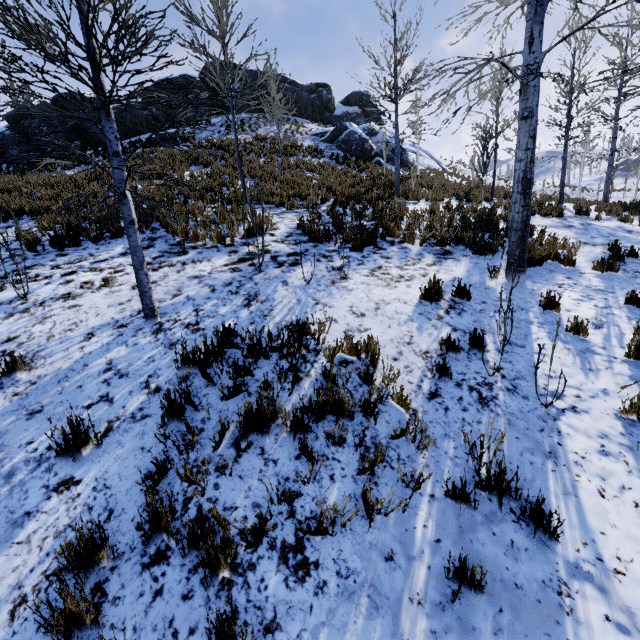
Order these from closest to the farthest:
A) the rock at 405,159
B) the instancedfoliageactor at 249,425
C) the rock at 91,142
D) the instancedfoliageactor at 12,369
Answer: the instancedfoliageactor at 249,425 → the instancedfoliageactor at 12,369 → the rock at 91,142 → the rock at 405,159

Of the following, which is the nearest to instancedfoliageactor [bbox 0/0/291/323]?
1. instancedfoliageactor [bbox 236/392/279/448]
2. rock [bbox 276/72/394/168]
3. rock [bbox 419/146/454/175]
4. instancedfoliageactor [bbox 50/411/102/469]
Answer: instancedfoliageactor [bbox 236/392/279/448]

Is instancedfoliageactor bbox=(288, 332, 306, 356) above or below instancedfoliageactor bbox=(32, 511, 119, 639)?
above

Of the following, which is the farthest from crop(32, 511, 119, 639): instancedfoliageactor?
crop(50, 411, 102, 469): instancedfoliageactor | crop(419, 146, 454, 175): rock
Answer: crop(419, 146, 454, 175): rock

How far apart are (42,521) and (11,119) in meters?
24.4 m

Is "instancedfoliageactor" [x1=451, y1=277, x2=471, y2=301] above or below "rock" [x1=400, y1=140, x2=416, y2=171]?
below

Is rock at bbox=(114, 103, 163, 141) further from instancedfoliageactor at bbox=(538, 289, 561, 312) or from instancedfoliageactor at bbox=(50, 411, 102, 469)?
instancedfoliageactor at bbox=(538, 289, 561, 312)

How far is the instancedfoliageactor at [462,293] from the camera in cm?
554
